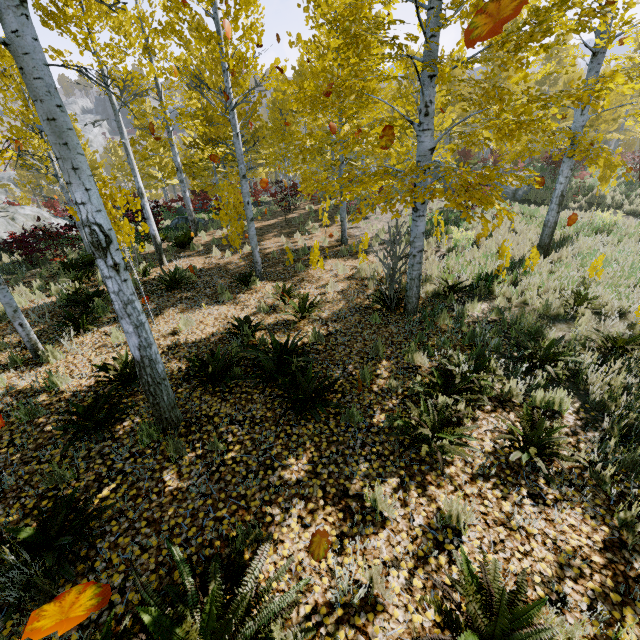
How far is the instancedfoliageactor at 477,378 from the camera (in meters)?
3.72

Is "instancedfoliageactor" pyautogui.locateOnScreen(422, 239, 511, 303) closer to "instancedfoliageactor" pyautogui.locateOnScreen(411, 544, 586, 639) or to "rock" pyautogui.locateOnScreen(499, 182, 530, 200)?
"instancedfoliageactor" pyautogui.locateOnScreen(411, 544, 586, 639)

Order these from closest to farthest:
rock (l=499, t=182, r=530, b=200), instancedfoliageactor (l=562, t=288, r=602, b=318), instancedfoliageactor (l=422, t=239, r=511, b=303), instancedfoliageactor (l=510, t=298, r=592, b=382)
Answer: instancedfoliageactor (l=510, t=298, r=592, b=382)
instancedfoliageactor (l=562, t=288, r=602, b=318)
instancedfoliageactor (l=422, t=239, r=511, b=303)
rock (l=499, t=182, r=530, b=200)

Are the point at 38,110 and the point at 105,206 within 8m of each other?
yes

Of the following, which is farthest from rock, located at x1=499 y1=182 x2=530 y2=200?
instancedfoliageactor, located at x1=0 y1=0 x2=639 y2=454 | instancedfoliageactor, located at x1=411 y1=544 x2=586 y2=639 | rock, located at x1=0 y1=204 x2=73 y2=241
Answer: rock, located at x1=0 y1=204 x2=73 y2=241

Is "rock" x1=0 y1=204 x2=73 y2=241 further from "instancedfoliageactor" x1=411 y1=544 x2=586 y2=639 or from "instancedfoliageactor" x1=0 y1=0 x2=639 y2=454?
"instancedfoliageactor" x1=411 y1=544 x2=586 y2=639

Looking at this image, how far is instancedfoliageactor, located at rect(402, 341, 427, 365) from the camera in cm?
531
